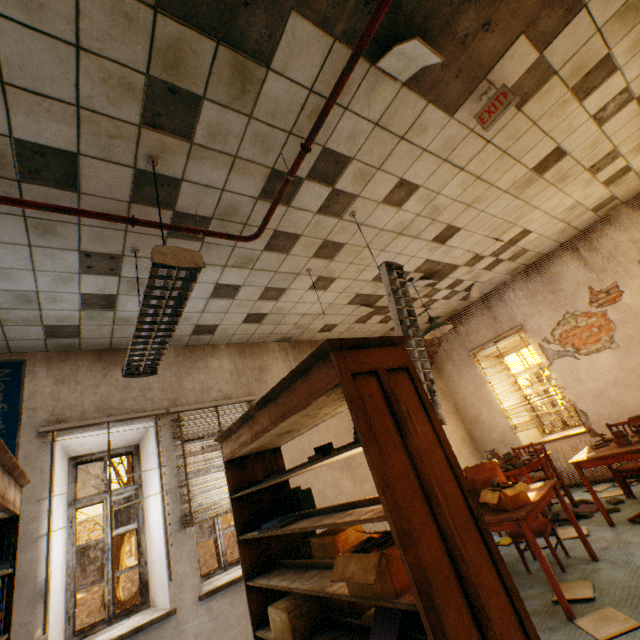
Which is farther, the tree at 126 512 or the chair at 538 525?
the tree at 126 512

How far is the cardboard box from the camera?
3.1m

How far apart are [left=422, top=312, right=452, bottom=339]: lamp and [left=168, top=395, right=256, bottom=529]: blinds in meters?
2.8 m

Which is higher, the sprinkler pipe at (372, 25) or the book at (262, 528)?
the sprinkler pipe at (372, 25)

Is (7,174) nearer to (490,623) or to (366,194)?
(366,194)

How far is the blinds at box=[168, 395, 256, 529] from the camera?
3.99m

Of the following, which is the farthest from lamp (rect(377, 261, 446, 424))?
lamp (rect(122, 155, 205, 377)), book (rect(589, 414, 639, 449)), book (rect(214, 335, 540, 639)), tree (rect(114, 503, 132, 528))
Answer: tree (rect(114, 503, 132, 528))

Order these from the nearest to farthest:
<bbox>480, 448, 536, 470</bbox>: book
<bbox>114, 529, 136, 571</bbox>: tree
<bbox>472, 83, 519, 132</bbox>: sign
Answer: <bbox>472, 83, 519, 132</bbox>: sign
<bbox>480, 448, 536, 470</bbox>: book
<bbox>114, 529, 136, 571</bbox>: tree
